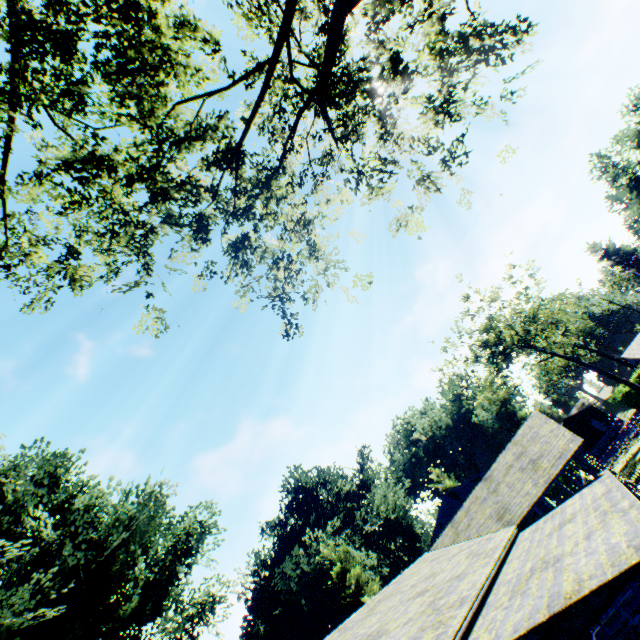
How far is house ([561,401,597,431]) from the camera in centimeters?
5653cm

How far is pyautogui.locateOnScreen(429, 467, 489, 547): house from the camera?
34.4 meters

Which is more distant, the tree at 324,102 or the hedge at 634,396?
the hedge at 634,396

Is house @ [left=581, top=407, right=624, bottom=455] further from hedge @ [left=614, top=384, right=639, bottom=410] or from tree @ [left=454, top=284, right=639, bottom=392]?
Answer: tree @ [left=454, top=284, right=639, bottom=392]

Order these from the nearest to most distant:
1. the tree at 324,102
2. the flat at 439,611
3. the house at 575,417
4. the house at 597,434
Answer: the tree at 324,102
the flat at 439,611
the house at 597,434
the house at 575,417

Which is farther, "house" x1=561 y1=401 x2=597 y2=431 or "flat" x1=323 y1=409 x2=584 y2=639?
"house" x1=561 y1=401 x2=597 y2=431

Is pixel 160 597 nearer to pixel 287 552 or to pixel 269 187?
pixel 287 552
